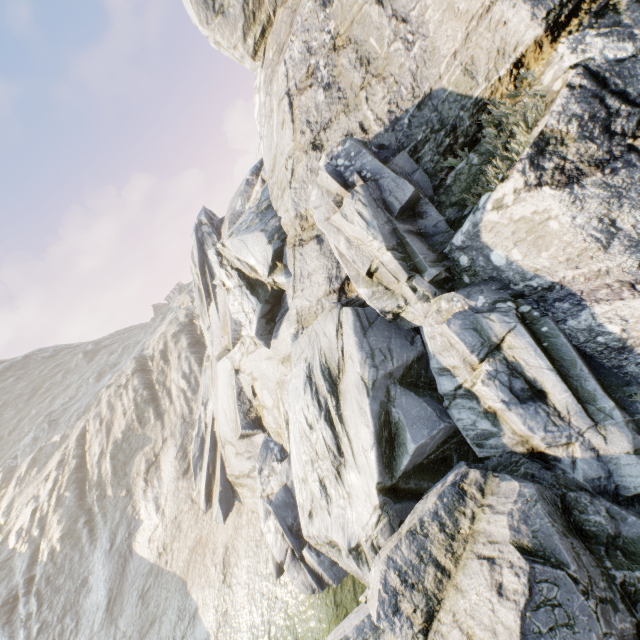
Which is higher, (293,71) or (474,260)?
(293,71)
